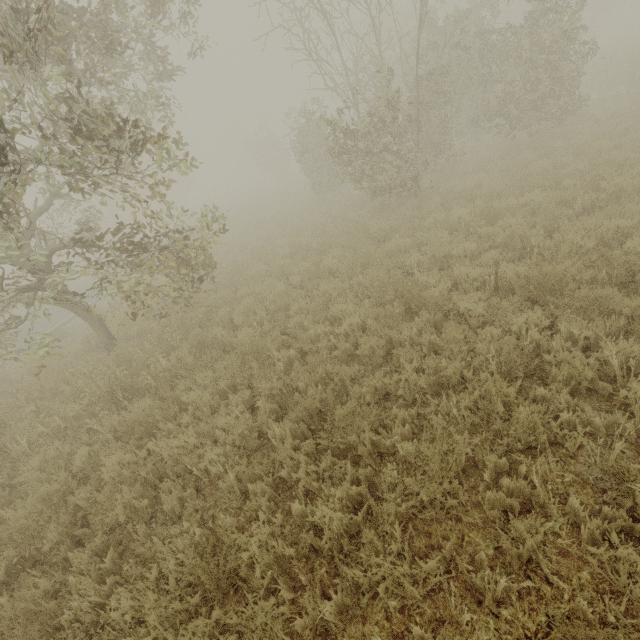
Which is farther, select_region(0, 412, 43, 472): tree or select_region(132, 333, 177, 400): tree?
select_region(132, 333, 177, 400): tree

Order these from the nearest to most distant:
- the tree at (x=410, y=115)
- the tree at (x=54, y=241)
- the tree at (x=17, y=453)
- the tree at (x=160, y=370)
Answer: the tree at (x=54, y=241) → the tree at (x=17, y=453) → the tree at (x=160, y=370) → the tree at (x=410, y=115)

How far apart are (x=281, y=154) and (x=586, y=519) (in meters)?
38.62

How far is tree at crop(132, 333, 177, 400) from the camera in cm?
613

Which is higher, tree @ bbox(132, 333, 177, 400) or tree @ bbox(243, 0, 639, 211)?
tree @ bbox(243, 0, 639, 211)

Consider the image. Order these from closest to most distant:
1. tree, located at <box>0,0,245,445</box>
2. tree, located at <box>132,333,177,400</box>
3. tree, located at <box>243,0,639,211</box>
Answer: tree, located at <box>0,0,245,445</box>, tree, located at <box>132,333,177,400</box>, tree, located at <box>243,0,639,211</box>

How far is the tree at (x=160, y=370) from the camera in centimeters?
613cm
